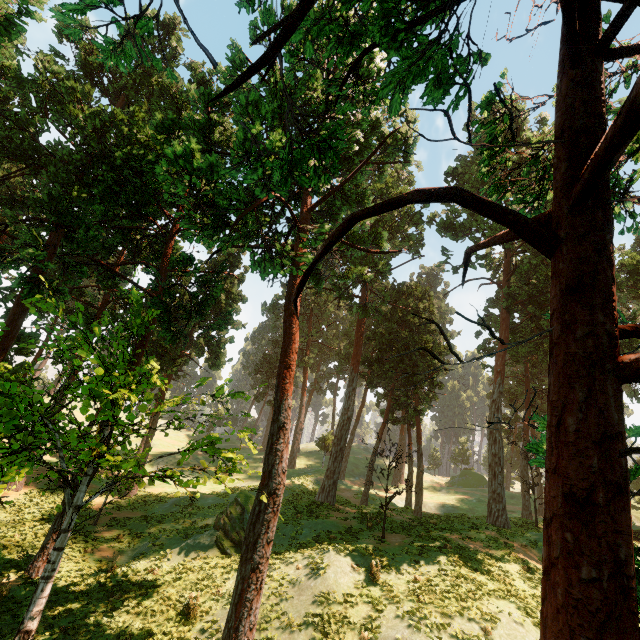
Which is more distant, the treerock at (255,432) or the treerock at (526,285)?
the treerock at (255,432)

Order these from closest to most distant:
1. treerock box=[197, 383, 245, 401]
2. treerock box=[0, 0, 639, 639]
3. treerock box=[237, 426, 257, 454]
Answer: treerock box=[0, 0, 639, 639] → treerock box=[197, 383, 245, 401] → treerock box=[237, 426, 257, 454]

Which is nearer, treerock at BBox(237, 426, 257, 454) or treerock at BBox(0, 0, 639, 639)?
treerock at BBox(0, 0, 639, 639)

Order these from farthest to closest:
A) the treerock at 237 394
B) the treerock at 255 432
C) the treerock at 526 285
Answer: the treerock at 255 432 → the treerock at 237 394 → the treerock at 526 285

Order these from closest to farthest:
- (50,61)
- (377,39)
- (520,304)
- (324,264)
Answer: (377,39)
(324,264)
(50,61)
(520,304)

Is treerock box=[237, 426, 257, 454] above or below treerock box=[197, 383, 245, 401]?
below

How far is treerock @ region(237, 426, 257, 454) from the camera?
13.09m
